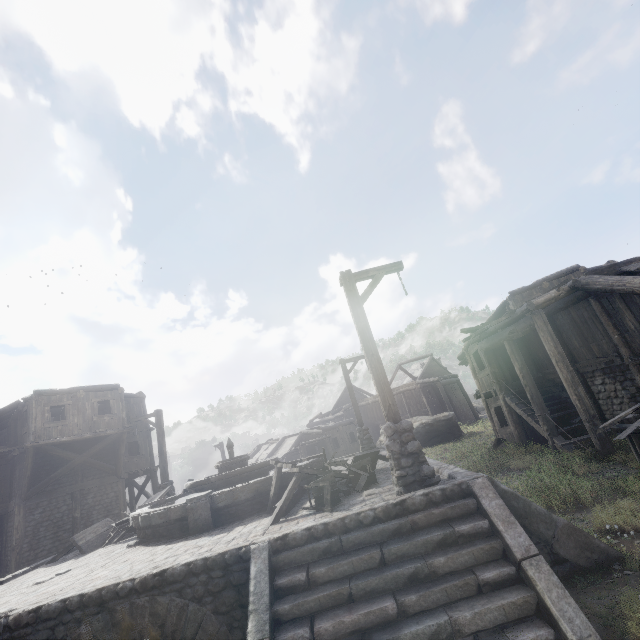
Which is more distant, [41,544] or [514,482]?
[41,544]

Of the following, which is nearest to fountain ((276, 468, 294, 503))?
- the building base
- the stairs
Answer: the building base

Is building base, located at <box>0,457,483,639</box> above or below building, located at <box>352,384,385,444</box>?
below

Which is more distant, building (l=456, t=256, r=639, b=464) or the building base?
building (l=456, t=256, r=639, b=464)

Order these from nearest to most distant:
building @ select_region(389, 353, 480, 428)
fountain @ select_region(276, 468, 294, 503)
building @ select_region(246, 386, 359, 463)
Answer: fountain @ select_region(276, 468, 294, 503) → building @ select_region(246, 386, 359, 463) → building @ select_region(389, 353, 480, 428)

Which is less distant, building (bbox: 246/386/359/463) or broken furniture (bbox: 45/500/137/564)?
broken furniture (bbox: 45/500/137/564)

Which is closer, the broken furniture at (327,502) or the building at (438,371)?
the broken furniture at (327,502)

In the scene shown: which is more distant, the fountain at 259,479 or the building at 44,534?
the building at 44,534
